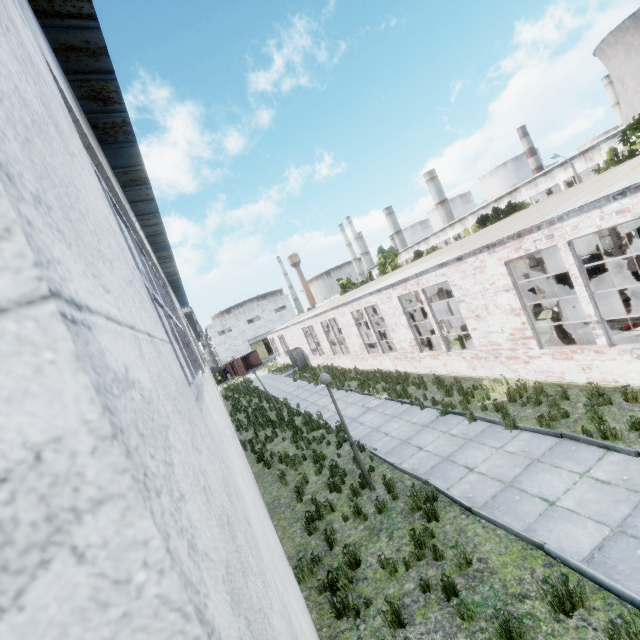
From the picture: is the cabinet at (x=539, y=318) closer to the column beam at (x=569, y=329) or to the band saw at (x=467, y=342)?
the column beam at (x=569, y=329)

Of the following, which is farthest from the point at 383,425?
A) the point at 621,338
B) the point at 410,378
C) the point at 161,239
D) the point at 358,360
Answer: the point at 358,360

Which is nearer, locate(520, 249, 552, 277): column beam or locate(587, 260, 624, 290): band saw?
locate(520, 249, 552, 277): column beam

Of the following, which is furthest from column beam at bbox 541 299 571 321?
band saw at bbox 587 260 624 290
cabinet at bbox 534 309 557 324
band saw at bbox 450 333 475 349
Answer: band saw at bbox 450 333 475 349

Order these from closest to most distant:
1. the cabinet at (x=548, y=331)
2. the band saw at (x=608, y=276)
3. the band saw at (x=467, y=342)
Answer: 1. the cabinet at (x=548, y=331)
2. the band saw at (x=467, y=342)
3. the band saw at (x=608, y=276)

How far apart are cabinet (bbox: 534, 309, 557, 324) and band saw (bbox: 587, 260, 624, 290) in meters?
7.5

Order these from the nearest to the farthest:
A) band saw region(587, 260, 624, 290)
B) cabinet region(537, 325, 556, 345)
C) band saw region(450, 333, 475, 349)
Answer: cabinet region(537, 325, 556, 345) → band saw region(450, 333, 475, 349) → band saw region(587, 260, 624, 290)
